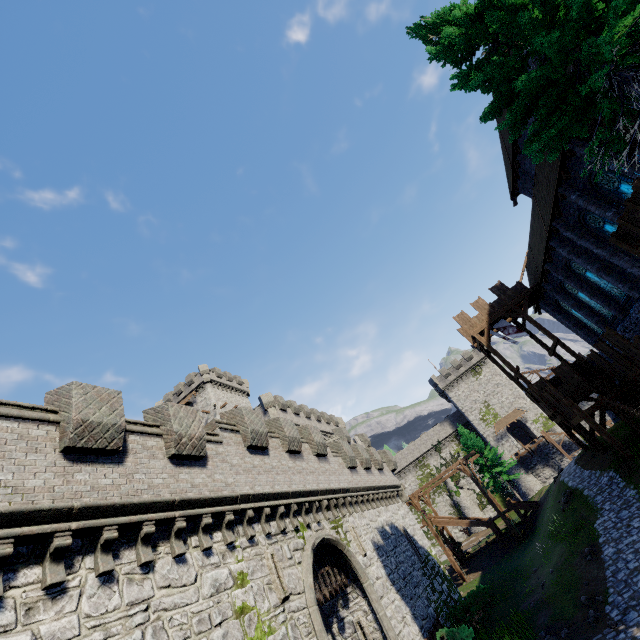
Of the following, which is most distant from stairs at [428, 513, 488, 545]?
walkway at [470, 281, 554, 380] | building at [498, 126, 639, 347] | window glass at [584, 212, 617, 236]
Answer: window glass at [584, 212, 617, 236]

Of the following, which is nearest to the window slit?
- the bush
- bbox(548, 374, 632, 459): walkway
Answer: the bush

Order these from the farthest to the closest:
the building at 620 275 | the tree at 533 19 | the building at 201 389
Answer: the building at 201 389 → the building at 620 275 → the tree at 533 19

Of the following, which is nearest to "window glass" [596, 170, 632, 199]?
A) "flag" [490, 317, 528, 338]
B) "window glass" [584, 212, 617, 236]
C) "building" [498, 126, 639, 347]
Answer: "building" [498, 126, 639, 347]

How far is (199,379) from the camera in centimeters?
5081cm

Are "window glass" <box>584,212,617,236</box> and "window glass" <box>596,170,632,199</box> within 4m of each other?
yes

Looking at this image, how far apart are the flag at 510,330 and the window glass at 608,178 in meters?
12.6

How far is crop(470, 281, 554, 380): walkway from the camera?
25.6 meters
